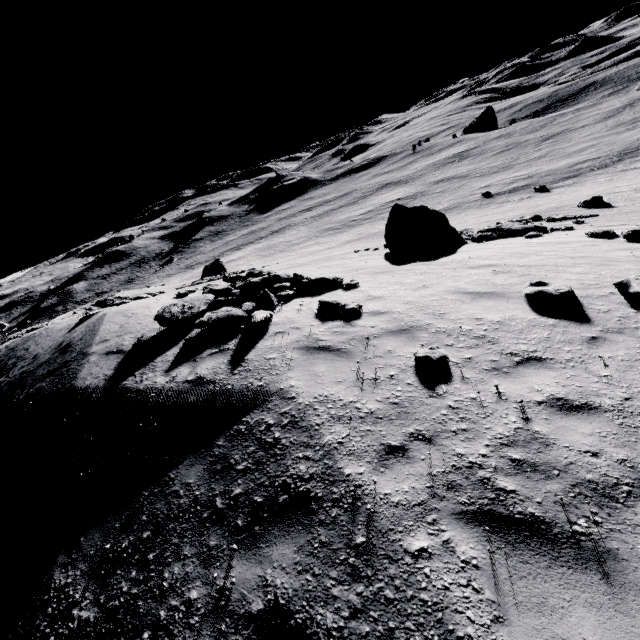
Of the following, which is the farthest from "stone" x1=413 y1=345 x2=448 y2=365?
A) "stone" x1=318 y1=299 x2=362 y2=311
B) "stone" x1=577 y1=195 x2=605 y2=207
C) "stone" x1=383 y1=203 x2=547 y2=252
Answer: "stone" x1=577 y1=195 x2=605 y2=207

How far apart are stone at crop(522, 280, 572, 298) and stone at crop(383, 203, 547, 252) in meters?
8.4 m

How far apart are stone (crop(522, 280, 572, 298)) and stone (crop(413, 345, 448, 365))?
3.0 meters

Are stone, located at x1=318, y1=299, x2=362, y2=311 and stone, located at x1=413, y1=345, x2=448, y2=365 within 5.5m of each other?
yes

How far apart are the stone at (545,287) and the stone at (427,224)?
8.45m

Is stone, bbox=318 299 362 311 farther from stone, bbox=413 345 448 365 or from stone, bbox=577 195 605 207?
stone, bbox=577 195 605 207

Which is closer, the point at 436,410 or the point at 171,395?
the point at 436,410

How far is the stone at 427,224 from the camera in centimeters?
1501cm
